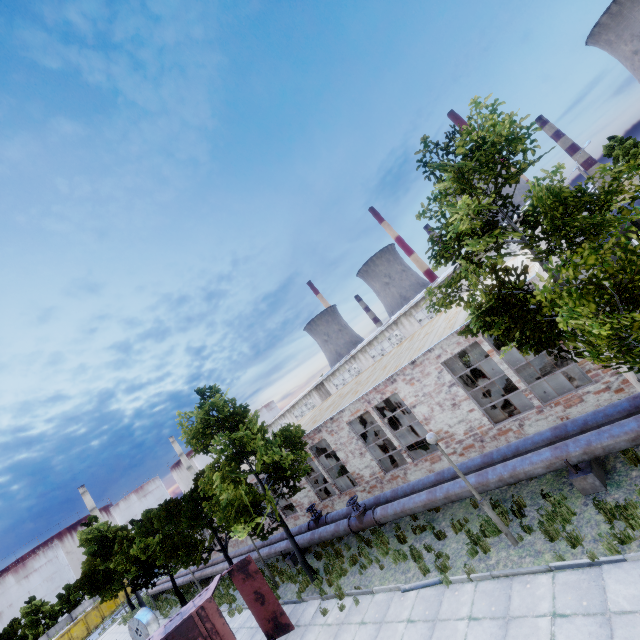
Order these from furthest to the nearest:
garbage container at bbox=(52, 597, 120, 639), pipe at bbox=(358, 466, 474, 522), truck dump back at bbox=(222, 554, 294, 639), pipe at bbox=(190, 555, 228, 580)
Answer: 1. garbage container at bbox=(52, 597, 120, 639)
2. pipe at bbox=(190, 555, 228, 580)
3. truck dump back at bbox=(222, 554, 294, 639)
4. pipe at bbox=(358, 466, 474, 522)

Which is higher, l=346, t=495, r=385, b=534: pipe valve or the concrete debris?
l=346, t=495, r=385, b=534: pipe valve

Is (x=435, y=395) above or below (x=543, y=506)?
above

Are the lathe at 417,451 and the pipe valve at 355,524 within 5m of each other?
yes

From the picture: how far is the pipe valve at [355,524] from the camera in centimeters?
1281cm

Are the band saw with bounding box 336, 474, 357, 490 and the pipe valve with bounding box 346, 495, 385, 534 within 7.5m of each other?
yes

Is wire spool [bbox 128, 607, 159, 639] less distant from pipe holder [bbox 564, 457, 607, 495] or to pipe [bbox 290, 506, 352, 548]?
pipe [bbox 290, 506, 352, 548]

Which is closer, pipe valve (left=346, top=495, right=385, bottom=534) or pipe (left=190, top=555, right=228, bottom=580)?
pipe valve (left=346, top=495, right=385, bottom=534)
